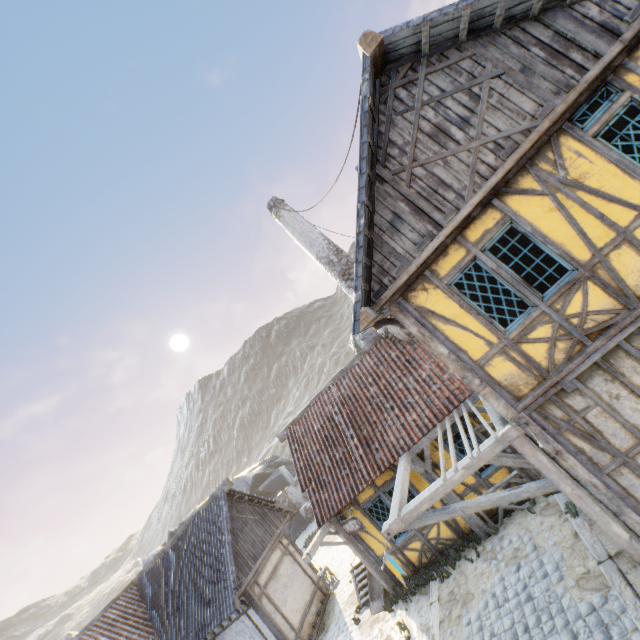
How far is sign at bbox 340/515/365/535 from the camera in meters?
9.2

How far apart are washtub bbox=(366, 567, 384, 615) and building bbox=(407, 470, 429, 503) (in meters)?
0.03

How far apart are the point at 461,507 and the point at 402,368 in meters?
4.7 m

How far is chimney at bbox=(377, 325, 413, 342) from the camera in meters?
10.4

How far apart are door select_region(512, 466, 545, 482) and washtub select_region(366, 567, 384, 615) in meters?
5.5

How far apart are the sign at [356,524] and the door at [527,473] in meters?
4.1

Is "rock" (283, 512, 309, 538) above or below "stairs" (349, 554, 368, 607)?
above

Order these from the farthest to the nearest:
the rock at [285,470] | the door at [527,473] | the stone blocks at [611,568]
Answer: the rock at [285,470]
the door at [527,473]
the stone blocks at [611,568]
